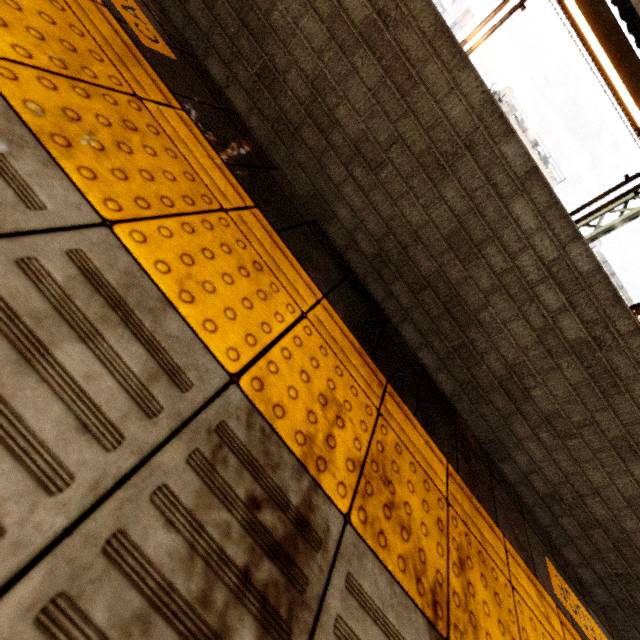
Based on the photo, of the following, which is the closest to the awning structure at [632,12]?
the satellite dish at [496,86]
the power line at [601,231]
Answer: the power line at [601,231]

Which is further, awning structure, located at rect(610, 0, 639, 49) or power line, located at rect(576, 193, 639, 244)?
power line, located at rect(576, 193, 639, 244)

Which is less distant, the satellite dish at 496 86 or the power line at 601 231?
the power line at 601 231

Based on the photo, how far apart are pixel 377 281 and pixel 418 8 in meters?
1.2

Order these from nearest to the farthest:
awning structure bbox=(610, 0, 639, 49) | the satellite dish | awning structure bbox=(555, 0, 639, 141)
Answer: awning structure bbox=(555, 0, 639, 141), awning structure bbox=(610, 0, 639, 49), the satellite dish

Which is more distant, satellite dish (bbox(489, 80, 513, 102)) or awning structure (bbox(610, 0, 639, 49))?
satellite dish (bbox(489, 80, 513, 102))

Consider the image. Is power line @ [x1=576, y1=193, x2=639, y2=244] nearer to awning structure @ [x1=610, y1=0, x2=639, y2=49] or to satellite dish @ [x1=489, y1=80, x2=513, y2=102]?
awning structure @ [x1=610, y1=0, x2=639, y2=49]

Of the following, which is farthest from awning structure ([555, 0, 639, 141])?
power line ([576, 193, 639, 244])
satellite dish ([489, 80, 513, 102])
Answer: satellite dish ([489, 80, 513, 102])
